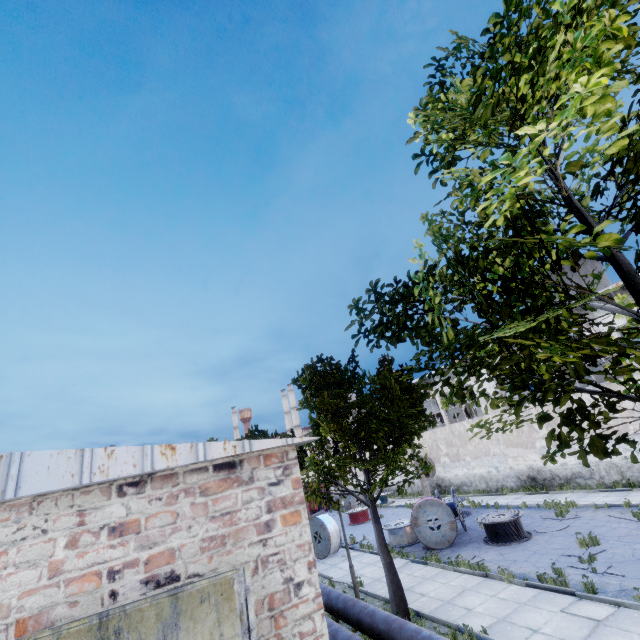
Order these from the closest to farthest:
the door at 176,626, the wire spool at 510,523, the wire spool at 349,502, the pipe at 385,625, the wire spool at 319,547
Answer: the door at 176,626, the pipe at 385,625, the wire spool at 510,523, the wire spool at 319,547, the wire spool at 349,502

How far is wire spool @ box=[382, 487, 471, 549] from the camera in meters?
15.0 m

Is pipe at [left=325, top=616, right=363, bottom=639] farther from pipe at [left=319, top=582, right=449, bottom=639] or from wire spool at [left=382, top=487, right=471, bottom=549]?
wire spool at [left=382, top=487, right=471, bottom=549]

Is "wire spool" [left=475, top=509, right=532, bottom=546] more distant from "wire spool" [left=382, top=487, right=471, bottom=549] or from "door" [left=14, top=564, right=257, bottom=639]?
"door" [left=14, top=564, right=257, bottom=639]

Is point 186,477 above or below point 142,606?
above

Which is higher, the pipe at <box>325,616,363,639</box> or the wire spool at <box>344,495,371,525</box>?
the pipe at <box>325,616,363,639</box>

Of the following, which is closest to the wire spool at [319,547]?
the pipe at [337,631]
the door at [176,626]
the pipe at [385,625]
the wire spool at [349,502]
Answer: the pipe at [385,625]

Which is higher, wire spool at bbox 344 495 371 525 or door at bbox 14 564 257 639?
door at bbox 14 564 257 639
